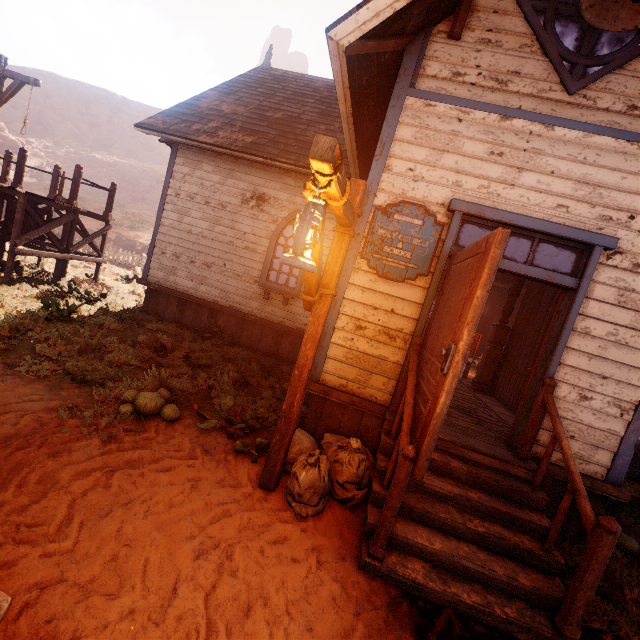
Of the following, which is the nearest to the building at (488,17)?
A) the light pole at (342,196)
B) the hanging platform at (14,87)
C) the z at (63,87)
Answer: the z at (63,87)

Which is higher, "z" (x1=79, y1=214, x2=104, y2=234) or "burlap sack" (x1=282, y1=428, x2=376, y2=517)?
"z" (x1=79, y1=214, x2=104, y2=234)

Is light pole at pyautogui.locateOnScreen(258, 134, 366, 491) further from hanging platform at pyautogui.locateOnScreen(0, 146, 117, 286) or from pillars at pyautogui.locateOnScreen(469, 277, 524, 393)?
hanging platform at pyautogui.locateOnScreen(0, 146, 117, 286)

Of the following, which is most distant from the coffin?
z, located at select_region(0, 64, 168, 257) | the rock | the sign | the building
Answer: the rock

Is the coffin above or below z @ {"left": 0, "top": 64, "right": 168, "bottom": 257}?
below

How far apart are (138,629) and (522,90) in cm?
624

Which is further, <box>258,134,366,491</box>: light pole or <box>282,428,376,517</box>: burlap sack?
<box>282,428,376,517</box>: burlap sack

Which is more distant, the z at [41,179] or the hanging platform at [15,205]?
the z at [41,179]
